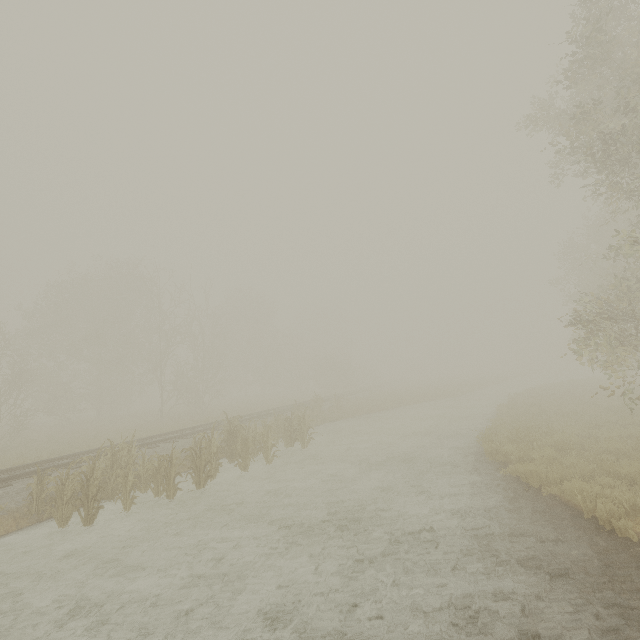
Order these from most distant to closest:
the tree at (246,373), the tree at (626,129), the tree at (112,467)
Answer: the tree at (246,373)
the tree at (626,129)
the tree at (112,467)

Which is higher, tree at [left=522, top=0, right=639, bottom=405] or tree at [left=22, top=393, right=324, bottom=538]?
tree at [left=522, top=0, right=639, bottom=405]

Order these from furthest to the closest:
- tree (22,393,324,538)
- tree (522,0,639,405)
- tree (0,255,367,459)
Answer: tree (0,255,367,459)
tree (522,0,639,405)
tree (22,393,324,538)

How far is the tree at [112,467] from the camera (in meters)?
8.12

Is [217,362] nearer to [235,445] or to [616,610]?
[235,445]

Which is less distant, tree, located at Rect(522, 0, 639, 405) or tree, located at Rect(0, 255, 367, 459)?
tree, located at Rect(522, 0, 639, 405)

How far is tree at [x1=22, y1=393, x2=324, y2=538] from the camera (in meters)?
8.12
